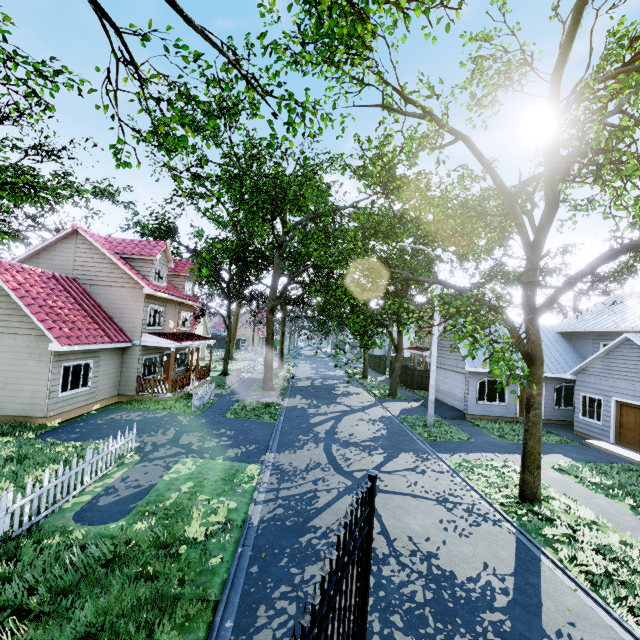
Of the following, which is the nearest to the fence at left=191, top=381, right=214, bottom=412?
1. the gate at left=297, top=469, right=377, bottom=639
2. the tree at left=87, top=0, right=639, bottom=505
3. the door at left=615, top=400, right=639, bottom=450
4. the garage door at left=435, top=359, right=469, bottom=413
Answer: the tree at left=87, top=0, right=639, bottom=505

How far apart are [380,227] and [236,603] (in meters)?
17.01

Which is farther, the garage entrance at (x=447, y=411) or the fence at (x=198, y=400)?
the garage entrance at (x=447, y=411)

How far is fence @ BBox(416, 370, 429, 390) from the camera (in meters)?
29.91

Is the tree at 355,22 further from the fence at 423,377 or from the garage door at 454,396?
the garage door at 454,396

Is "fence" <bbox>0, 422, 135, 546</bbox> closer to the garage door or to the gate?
the garage door

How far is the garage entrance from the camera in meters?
20.0 m

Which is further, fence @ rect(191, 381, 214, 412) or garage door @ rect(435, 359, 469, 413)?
garage door @ rect(435, 359, 469, 413)
